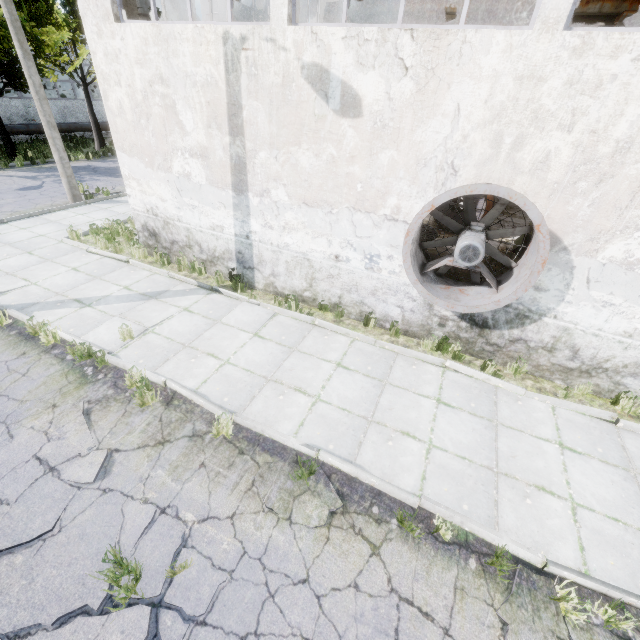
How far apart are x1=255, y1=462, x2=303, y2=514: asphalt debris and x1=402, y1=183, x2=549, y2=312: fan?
3.8 meters

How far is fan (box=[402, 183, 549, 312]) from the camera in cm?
486

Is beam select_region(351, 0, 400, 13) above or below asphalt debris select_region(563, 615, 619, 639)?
above

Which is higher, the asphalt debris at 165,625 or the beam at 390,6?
the beam at 390,6

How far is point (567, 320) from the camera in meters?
5.9 m

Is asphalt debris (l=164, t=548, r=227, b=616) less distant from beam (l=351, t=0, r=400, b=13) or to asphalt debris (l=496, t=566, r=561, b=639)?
asphalt debris (l=496, t=566, r=561, b=639)

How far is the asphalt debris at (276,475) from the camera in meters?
4.2 m

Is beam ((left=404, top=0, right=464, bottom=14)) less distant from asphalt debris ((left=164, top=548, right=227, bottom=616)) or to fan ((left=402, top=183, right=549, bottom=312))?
fan ((left=402, top=183, right=549, bottom=312))
